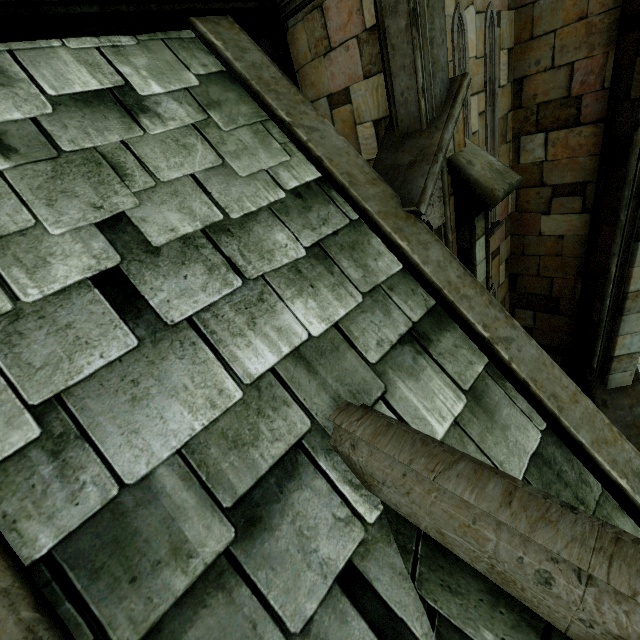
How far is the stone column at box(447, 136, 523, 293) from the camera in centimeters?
372cm

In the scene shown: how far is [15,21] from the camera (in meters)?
2.78

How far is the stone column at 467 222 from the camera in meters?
3.7 m

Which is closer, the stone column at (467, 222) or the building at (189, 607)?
the building at (189, 607)

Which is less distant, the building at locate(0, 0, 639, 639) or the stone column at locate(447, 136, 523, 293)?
the building at locate(0, 0, 639, 639)
